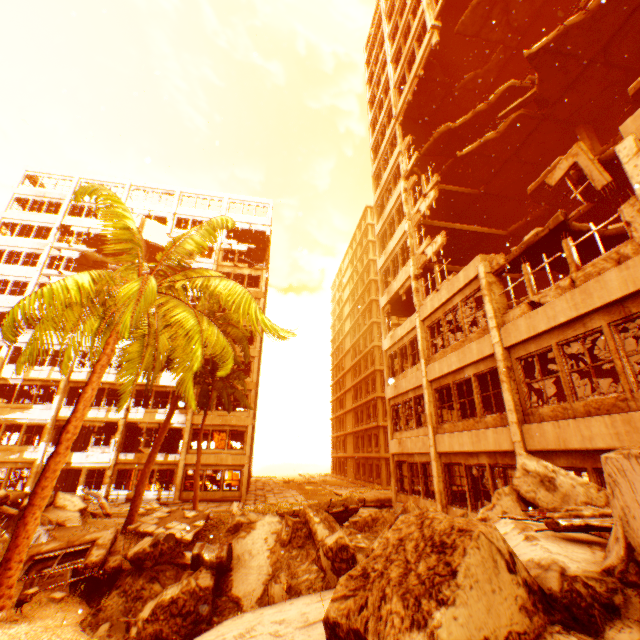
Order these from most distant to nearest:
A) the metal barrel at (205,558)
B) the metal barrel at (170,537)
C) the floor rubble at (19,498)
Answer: Answer:
1. the floor rubble at (19,498)
2. the metal barrel at (170,537)
3. the metal barrel at (205,558)

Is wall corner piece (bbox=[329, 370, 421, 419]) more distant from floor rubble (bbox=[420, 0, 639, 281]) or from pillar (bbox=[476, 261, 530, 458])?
pillar (bbox=[476, 261, 530, 458])

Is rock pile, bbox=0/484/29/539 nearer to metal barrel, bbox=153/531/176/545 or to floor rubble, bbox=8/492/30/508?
metal barrel, bbox=153/531/176/545

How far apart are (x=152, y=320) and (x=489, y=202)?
21.27m

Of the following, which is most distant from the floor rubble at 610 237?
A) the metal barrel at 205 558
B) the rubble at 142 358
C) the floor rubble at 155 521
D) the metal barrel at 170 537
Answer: the metal barrel at 170 537

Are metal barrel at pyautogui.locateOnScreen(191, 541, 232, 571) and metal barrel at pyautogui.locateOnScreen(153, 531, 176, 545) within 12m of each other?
yes

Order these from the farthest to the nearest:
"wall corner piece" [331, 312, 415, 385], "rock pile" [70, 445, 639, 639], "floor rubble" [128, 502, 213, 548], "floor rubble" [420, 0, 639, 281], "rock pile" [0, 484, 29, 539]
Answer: "wall corner piece" [331, 312, 415, 385]
"floor rubble" [128, 502, 213, 548]
"rock pile" [0, 484, 29, 539]
"floor rubble" [420, 0, 639, 281]
"rock pile" [70, 445, 639, 639]

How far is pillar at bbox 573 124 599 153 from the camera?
15.5m
